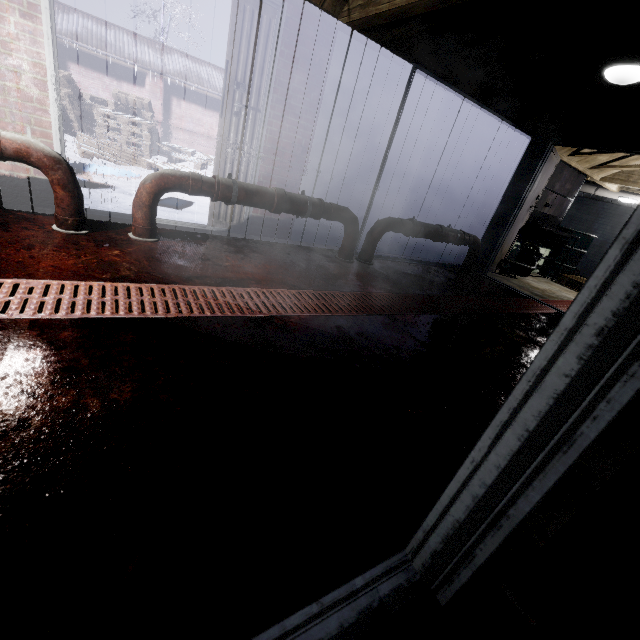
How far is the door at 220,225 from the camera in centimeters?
321cm

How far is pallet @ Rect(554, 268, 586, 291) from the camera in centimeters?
631cm

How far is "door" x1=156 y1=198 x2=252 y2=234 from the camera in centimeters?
321cm

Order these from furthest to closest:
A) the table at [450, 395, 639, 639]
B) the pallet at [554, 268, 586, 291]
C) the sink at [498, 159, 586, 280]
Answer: the pallet at [554, 268, 586, 291]
the sink at [498, 159, 586, 280]
the table at [450, 395, 639, 639]

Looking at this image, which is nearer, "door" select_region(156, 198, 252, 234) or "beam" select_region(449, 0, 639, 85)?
"beam" select_region(449, 0, 639, 85)

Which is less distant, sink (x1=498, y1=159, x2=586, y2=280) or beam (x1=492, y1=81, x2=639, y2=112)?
beam (x1=492, y1=81, x2=639, y2=112)

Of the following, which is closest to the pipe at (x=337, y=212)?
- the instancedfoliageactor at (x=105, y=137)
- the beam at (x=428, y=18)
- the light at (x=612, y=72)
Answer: the instancedfoliageactor at (x=105, y=137)

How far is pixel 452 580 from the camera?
0.8 meters
